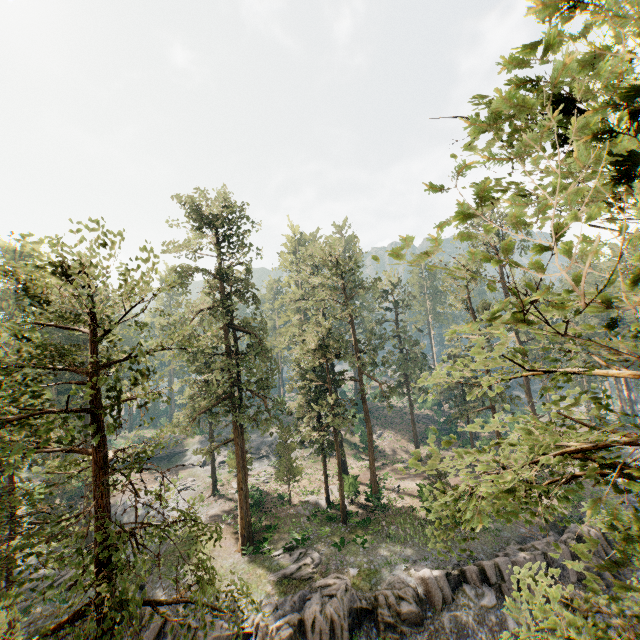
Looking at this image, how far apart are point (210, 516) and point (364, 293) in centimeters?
2846cm

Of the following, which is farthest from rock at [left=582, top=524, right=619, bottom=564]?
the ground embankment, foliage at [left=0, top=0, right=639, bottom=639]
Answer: the ground embankment

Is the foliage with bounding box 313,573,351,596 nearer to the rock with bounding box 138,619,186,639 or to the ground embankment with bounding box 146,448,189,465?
the rock with bounding box 138,619,186,639

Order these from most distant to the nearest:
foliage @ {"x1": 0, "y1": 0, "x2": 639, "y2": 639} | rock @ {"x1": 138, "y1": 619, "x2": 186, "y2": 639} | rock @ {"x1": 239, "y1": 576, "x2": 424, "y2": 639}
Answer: rock @ {"x1": 138, "y1": 619, "x2": 186, "y2": 639} → rock @ {"x1": 239, "y1": 576, "x2": 424, "y2": 639} → foliage @ {"x1": 0, "y1": 0, "x2": 639, "y2": 639}

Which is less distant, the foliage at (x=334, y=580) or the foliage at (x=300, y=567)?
the foliage at (x=334, y=580)

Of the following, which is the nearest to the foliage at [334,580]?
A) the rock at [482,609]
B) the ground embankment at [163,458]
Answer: the rock at [482,609]
